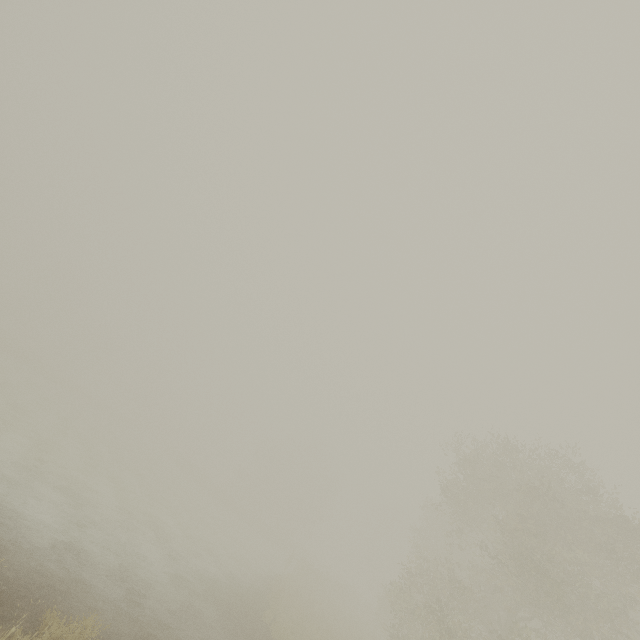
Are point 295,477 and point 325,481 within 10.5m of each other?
yes
